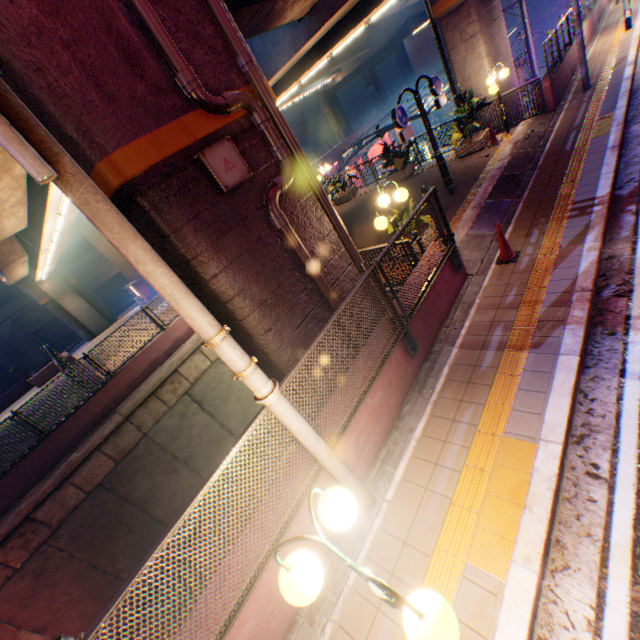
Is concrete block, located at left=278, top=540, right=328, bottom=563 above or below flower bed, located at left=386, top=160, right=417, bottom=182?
below

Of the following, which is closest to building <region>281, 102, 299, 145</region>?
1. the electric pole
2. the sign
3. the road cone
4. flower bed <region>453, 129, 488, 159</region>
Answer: flower bed <region>453, 129, 488, 159</region>

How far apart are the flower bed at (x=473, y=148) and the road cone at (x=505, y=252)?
7.5 meters

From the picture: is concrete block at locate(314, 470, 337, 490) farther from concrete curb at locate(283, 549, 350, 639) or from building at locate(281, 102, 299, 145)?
building at locate(281, 102, 299, 145)

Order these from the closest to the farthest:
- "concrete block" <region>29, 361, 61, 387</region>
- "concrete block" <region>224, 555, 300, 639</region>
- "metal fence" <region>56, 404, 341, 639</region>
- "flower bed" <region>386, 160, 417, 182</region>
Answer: "metal fence" <region>56, 404, 341, 639</region> < "concrete block" <region>224, 555, 300, 639</region> < "flower bed" <region>386, 160, 417, 182</region> < "concrete block" <region>29, 361, 61, 387</region>

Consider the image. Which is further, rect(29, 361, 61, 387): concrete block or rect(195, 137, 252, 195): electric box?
rect(29, 361, 61, 387): concrete block

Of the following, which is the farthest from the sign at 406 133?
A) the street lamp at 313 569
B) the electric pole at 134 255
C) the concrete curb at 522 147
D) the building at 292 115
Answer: the building at 292 115

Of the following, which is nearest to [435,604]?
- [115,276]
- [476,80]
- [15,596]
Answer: [15,596]
